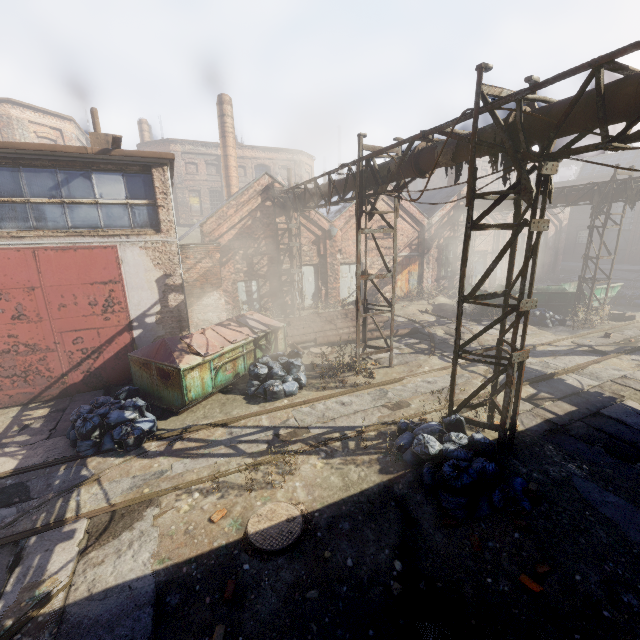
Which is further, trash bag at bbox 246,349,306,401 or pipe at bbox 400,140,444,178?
trash bag at bbox 246,349,306,401

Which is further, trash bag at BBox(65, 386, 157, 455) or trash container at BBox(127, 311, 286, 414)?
trash container at BBox(127, 311, 286, 414)

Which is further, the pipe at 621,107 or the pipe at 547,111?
the pipe at 547,111

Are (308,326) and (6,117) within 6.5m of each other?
no

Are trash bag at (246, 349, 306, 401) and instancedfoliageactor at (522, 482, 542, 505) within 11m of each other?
yes

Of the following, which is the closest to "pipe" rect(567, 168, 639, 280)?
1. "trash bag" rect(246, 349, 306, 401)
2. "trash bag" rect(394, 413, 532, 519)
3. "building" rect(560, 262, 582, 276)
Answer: "trash bag" rect(394, 413, 532, 519)

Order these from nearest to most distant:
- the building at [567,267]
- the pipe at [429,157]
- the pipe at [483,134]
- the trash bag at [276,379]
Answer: the pipe at [483,134], the pipe at [429,157], the trash bag at [276,379], the building at [567,267]

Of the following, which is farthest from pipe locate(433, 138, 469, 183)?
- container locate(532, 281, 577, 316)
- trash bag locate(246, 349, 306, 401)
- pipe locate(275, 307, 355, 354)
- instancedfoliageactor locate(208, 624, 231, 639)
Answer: instancedfoliageactor locate(208, 624, 231, 639)
